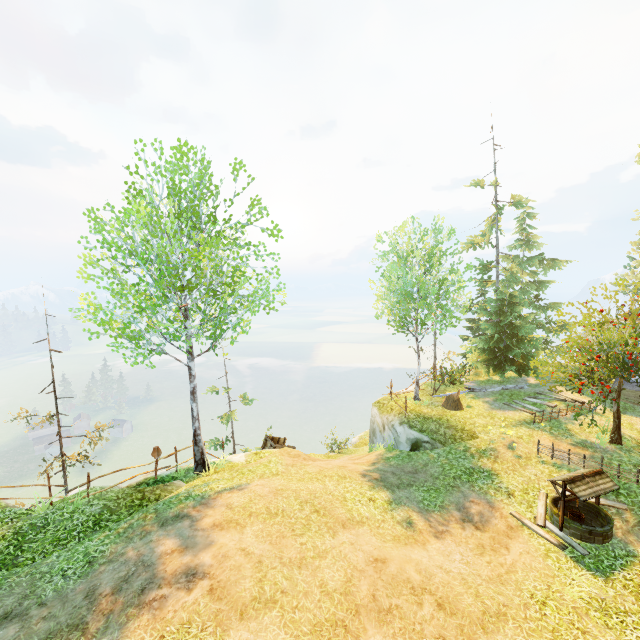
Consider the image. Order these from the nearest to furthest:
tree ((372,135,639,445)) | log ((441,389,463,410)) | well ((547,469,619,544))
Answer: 1. well ((547,469,619,544))
2. tree ((372,135,639,445))
3. log ((441,389,463,410))

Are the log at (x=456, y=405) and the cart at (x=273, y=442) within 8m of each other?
no

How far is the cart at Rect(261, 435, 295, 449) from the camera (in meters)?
18.03

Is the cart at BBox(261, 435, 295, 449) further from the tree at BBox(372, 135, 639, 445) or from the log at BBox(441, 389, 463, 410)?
the tree at BBox(372, 135, 639, 445)

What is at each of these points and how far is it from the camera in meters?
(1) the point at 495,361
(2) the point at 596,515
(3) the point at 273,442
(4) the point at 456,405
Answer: (1) tree, 21.3
(2) well, 10.2
(3) cart, 19.1
(4) log, 17.9

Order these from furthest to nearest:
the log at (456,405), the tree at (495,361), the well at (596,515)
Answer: the log at (456,405)
the tree at (495,361)
the well at (596,515)

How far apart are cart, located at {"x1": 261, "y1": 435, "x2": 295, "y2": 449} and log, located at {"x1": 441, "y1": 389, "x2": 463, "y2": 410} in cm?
881

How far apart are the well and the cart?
12.2m
